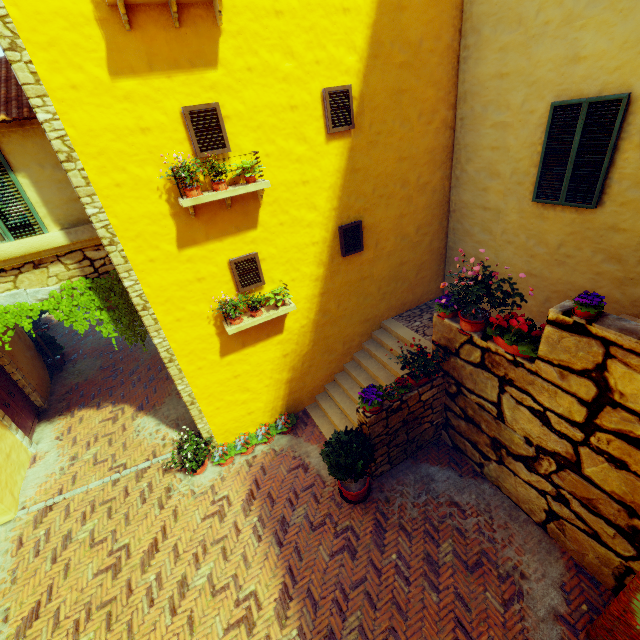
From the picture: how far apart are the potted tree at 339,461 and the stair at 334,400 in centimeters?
70cm

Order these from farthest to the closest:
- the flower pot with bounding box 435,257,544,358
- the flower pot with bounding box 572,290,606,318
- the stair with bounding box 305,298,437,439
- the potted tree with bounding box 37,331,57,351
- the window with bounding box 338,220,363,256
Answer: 1. the potted tree with bounding box 37,331,57,351
2. the stair with bounding box 305,298,437,439
3. the window with bounding box 338,220,363,256
4. the flower pot with bounding box 435,257,544,358
5. the flower pot with bounding box 572,290,606,318

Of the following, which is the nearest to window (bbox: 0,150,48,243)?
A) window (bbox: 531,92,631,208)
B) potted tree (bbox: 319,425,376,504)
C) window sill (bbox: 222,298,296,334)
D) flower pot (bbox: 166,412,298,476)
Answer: window sill (bbox: 222,298,296,334)

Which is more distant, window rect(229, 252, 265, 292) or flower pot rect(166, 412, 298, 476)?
flower pot rect(166, 412, 298, 476)

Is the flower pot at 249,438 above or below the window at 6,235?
below

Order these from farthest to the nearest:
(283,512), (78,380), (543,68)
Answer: (78,380), (283,512), (543,68)

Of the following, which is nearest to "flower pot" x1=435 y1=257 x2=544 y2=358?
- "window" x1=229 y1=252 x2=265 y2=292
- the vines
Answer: "window" x1=229 y1=252 x2=265 y2=292

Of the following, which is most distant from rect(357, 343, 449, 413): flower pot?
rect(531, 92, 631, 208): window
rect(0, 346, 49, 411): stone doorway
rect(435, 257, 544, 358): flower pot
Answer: rect(0, 346, 49, 411): stone doorway
